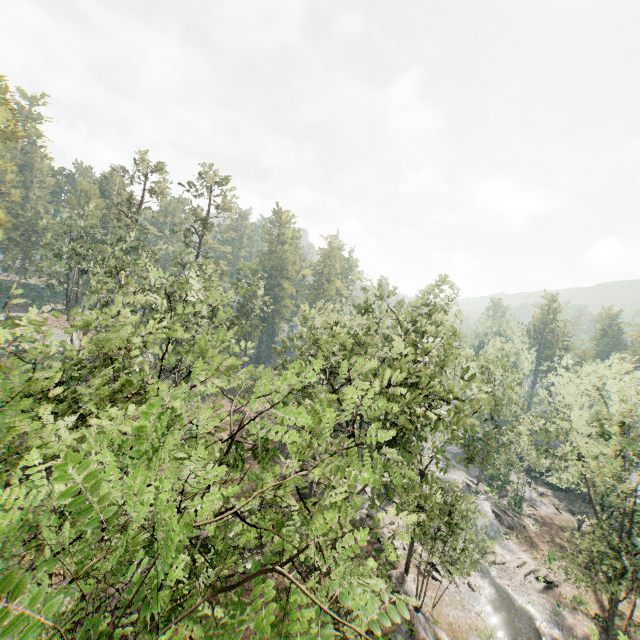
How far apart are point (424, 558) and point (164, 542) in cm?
3534

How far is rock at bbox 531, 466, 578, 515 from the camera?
46.41m

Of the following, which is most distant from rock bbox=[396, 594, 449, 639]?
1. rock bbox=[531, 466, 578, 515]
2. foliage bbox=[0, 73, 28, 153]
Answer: rock bbox=[531, 466, 578, 515]

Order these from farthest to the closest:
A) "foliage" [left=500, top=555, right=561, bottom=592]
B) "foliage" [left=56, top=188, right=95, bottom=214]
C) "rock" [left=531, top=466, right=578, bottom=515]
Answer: "rock" [left=531, top=466, right=578, bottom=515] → "foliage" [left=56, top=188, right=95, bottom=214] → "foliage" [left=500, top=555, right=561, bottom=592]

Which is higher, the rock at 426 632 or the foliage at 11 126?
the foliage at 11 126

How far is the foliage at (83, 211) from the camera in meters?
36.7 m

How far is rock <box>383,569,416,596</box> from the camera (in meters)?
23.78

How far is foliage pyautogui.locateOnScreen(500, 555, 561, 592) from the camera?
30.11m
